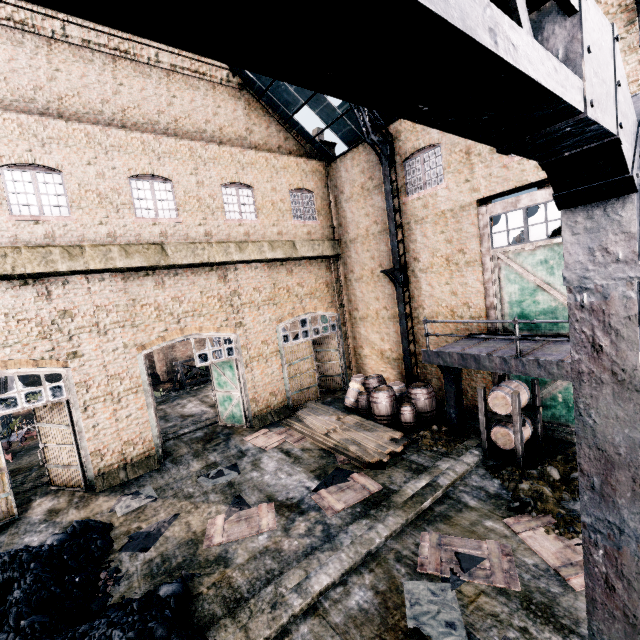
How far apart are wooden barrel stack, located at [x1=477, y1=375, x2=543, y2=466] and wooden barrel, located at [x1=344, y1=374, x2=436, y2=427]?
3.8m

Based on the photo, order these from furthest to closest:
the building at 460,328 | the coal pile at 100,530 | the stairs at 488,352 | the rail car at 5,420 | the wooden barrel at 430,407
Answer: the rail car at 5,420 < the wooden barrel at 430,407 < the building at 460,328 < the stairs at 488,352 < the coal pile at 100,530

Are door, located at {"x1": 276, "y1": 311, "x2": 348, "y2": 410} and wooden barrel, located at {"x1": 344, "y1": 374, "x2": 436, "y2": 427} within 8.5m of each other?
yes

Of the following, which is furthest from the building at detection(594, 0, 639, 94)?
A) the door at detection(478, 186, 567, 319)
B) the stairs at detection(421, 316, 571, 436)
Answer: the door at detection(478, 186, 567, 319)

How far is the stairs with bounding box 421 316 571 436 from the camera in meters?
8.4

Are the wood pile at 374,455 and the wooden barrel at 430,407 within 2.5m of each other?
yes

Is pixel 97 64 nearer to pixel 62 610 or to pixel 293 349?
pixel 293 349

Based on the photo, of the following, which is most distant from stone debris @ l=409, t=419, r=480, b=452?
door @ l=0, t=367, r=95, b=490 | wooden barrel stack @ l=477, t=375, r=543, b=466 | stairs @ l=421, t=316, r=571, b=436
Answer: door @ l=0, t=367, r=95, b=490
